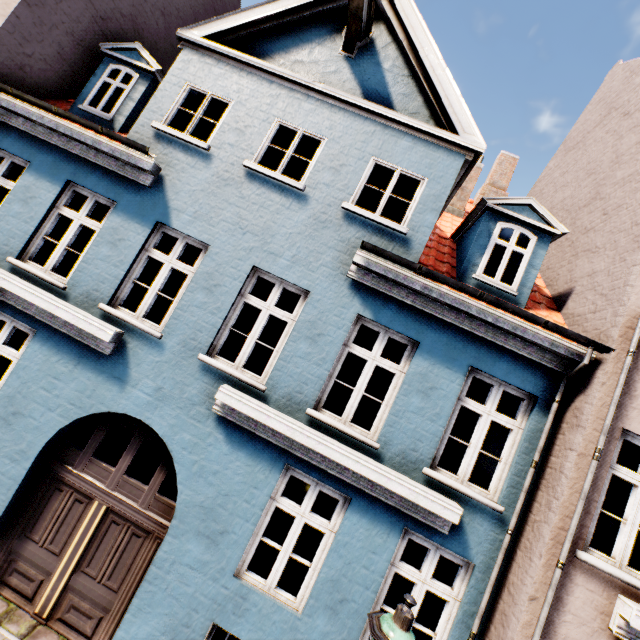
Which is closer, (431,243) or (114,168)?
(114,168)

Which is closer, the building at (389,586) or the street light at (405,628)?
the street light at (405,628)

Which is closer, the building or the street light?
the street light
